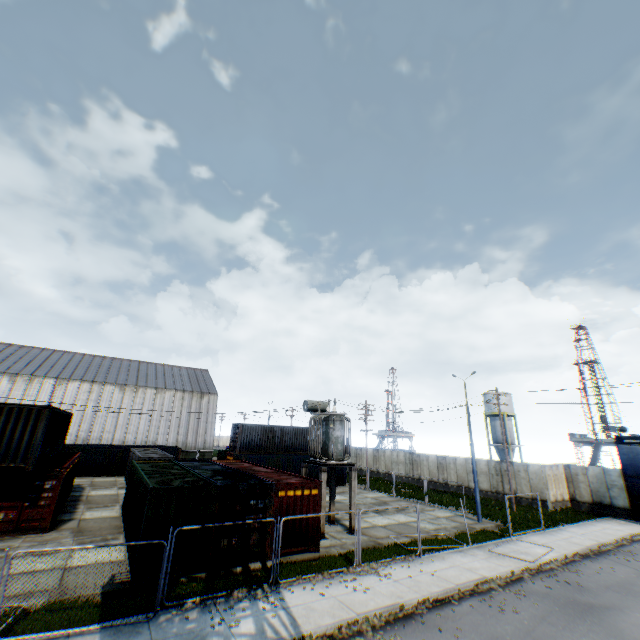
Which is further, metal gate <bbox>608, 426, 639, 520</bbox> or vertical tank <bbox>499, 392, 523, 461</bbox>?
vertical tank <bbox>499, 392, 523, 461</bbox>

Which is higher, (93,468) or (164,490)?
(164,490)

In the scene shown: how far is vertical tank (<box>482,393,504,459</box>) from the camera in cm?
4806

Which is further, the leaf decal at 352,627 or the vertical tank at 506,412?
the vertical tank at 506,412

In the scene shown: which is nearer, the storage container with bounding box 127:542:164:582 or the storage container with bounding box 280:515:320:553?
the storage container with bounding box 127:542:164:582

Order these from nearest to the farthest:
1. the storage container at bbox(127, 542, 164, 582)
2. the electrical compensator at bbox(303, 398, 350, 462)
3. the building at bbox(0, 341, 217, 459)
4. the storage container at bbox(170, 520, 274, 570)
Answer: the storage container at bbox(127, 542, 164, 582), the storage container at bbox(170, 520, 274, 570), the electrical compensator at bbox(303, 398, 350, 462), the building at bbox(0, 341, 217, 459)

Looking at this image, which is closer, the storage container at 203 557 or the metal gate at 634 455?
the storage container at 203 557
